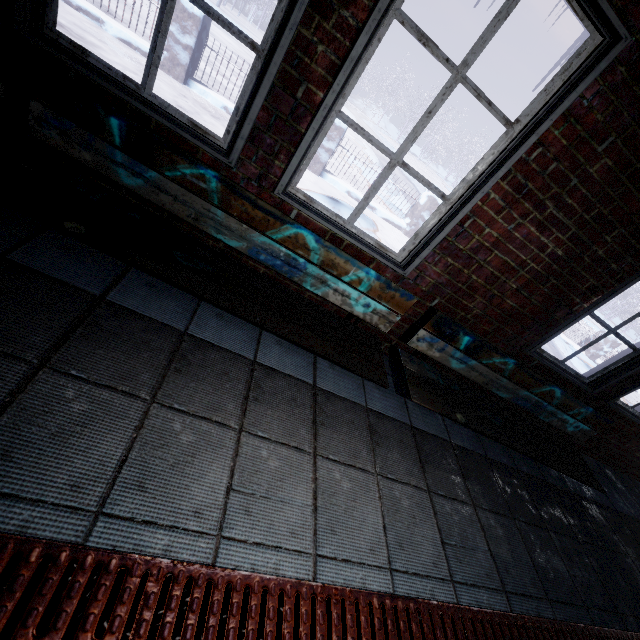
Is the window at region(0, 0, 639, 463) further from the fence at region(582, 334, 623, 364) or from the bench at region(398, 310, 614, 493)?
the fence at region(582, 334, 623, 364)

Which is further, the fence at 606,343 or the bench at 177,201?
the fence at 606,343

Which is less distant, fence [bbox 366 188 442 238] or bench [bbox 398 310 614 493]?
bench [bbox 398 310 614 493]

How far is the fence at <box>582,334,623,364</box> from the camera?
8.65m

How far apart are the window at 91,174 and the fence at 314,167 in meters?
3.7 m

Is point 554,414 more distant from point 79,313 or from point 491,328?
point 79,313

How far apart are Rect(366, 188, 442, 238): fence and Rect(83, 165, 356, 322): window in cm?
375

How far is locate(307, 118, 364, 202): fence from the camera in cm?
521
